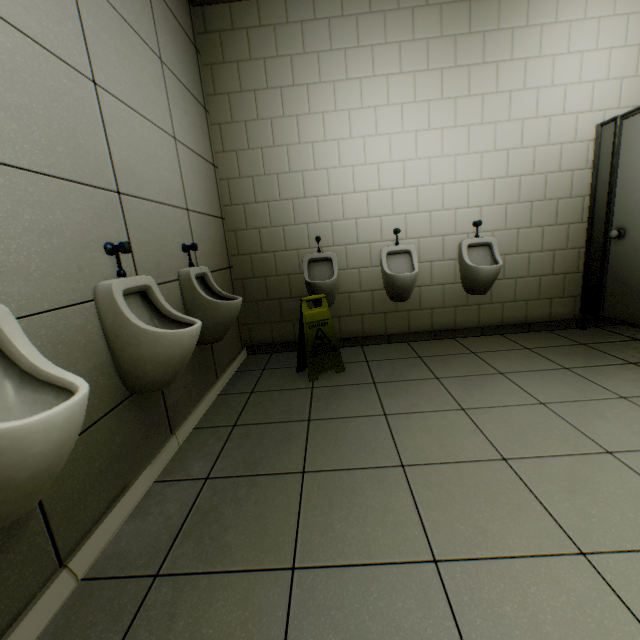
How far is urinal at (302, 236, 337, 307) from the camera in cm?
310

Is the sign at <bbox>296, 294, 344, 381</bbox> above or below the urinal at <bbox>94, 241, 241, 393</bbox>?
below

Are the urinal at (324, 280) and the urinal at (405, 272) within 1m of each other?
yes

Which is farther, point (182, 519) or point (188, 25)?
point (188, 25)

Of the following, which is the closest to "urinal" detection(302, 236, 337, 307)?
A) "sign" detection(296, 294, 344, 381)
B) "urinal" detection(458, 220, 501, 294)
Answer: "sign" detection(296, 294, 344, 381)

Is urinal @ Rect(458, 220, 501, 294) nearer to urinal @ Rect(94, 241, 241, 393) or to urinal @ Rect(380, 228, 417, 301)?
urinal @ Rect(380, 228, 417, 301)

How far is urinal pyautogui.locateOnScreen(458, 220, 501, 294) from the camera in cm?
304

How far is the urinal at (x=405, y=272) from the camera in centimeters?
307cm
